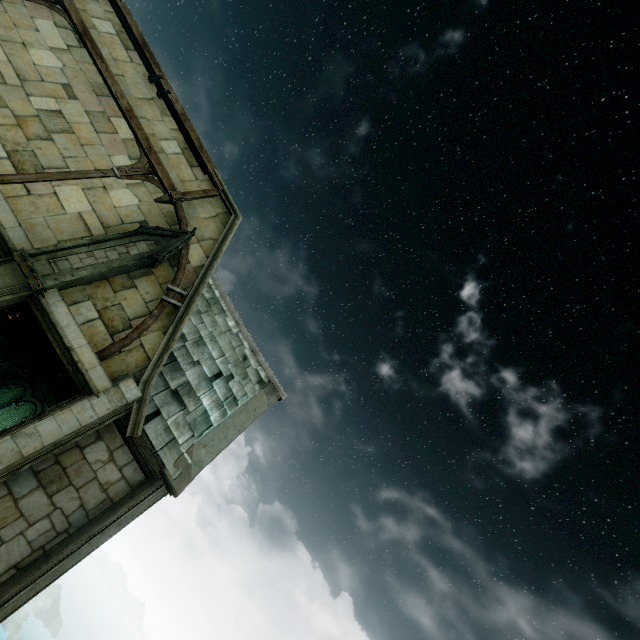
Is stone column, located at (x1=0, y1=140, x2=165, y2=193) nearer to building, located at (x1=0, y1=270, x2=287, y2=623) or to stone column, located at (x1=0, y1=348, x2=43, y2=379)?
building, located at (x1=0, y1=270, x2=287, y2=623)

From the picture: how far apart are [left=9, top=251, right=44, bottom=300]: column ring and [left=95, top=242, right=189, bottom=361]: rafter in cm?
165

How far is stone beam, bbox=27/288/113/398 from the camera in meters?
7.2

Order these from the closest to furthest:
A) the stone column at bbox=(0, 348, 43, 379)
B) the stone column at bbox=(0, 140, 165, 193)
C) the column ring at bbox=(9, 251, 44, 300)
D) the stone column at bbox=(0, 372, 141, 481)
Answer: the stone column at bbox=(0, 372, 141, 481), the column ring at bbox=(9, 251, 44, 300), the stone column at bbox=(0, 140, 165, 193), the stone column at bbox=(0, 348, 43, 379)

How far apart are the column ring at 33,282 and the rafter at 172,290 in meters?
1.6 m

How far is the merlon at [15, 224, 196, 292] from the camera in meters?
7.3 m

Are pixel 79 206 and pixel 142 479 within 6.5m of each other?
no

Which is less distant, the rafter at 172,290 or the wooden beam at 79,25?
the rafter at 172,290
